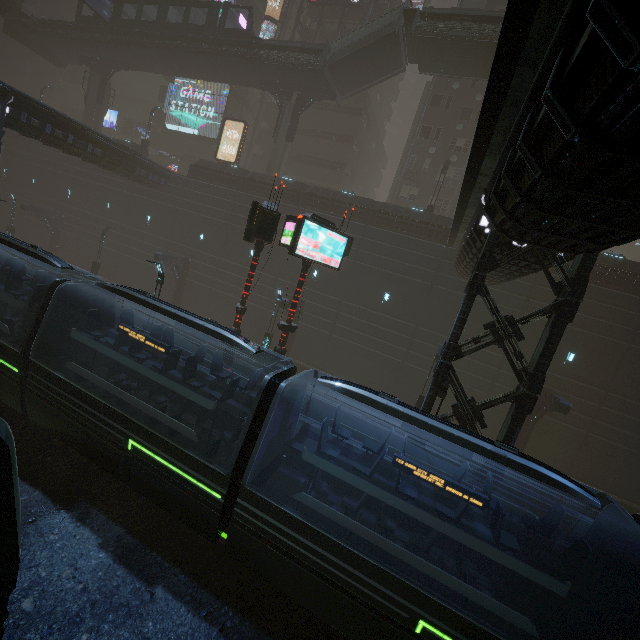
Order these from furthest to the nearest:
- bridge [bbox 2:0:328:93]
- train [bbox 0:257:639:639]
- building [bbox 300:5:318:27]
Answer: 1. building [bbox 300:5:318:27]
2. bridge [bbox 2:0:328:93]
3. train [bbox 0:257:639:639]

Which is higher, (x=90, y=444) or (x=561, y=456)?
(x=561, y=456)

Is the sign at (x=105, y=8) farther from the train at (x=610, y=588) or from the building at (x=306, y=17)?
the train at (x=610, y=588)

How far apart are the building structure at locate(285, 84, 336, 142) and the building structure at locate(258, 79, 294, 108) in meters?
0.7

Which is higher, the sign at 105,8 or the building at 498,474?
the sign at 105,8

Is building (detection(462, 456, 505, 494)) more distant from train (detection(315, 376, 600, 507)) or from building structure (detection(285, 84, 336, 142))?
building structure (detection(285, 84, 336, 142))

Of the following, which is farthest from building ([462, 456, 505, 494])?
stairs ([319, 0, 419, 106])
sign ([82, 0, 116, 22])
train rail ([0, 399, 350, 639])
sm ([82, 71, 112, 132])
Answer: sign ([82, 0, 116, 22])
